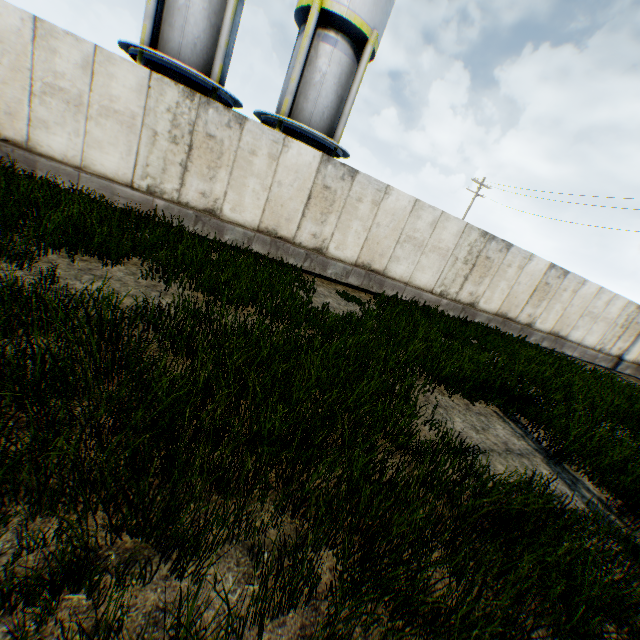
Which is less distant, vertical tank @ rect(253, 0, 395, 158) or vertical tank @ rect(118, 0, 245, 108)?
vertical tank @ rect(118, 0, 245, 108)

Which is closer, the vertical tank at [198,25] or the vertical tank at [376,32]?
the vertical tank at [198,25]

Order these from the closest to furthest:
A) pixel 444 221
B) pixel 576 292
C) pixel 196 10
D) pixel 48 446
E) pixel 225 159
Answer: pixel 48 446
pixel 225 159
pixel 444 221
pixel 196 10
pixel 576 292
